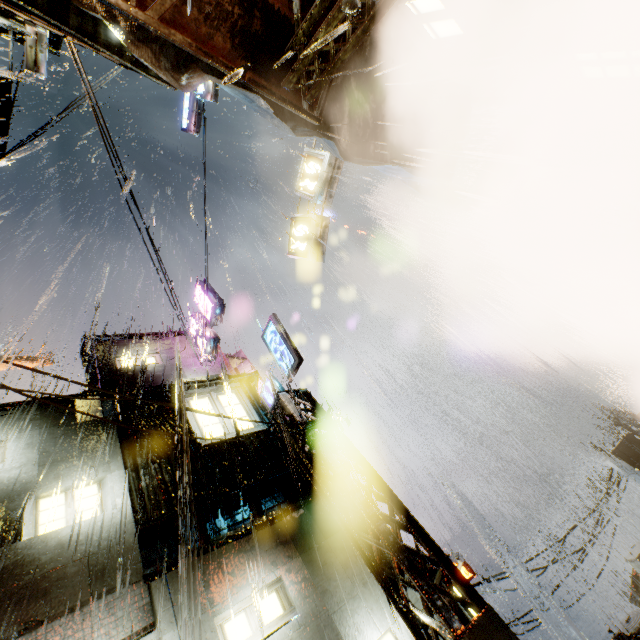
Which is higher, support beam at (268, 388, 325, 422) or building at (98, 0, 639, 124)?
support beam at (268, 388, 325, 422)

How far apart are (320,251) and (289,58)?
5.93m

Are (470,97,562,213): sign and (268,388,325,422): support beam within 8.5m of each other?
yes

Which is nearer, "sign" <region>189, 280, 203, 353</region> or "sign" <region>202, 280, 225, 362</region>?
"sign" <region>202, 280, 225, 362</region>

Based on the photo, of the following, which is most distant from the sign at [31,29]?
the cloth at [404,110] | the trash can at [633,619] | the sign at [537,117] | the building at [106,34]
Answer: the trash can at [633,619]

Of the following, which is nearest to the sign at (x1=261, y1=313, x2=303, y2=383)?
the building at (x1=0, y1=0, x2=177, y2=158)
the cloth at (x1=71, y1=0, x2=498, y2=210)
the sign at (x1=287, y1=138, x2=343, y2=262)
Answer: the building at (x1=0, y1=0, x2=177, y2=158)

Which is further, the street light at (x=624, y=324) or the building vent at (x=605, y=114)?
the street light at (x=624, y=324)

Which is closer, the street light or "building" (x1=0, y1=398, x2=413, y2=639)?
"building" (x1=0, y1=398, x2=413, y2=639)
